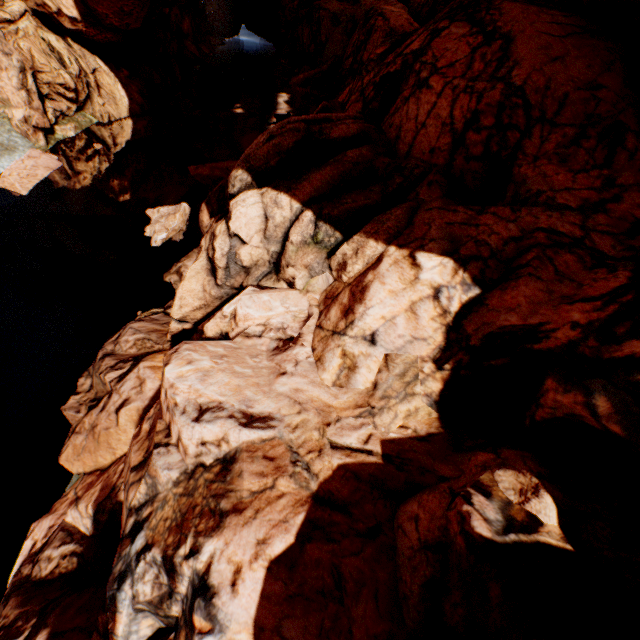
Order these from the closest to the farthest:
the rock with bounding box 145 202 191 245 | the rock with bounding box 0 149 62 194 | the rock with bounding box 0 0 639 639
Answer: the rock with bounding box 0 0 639 639 < the rock with bounding box 145 202 191 245 < the rock with bounding box 0 149 62 194

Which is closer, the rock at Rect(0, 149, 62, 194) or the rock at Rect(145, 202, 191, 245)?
the rock at Rect(145, 202, 191, 245)

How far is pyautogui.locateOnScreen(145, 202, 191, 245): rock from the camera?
13.80m

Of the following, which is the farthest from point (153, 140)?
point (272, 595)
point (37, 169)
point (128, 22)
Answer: point (272, 595)

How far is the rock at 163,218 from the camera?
13.80m

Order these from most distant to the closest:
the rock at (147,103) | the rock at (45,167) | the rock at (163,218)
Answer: the rock at (45,167) < the rock at (163,218) < the rock at (147,103)
